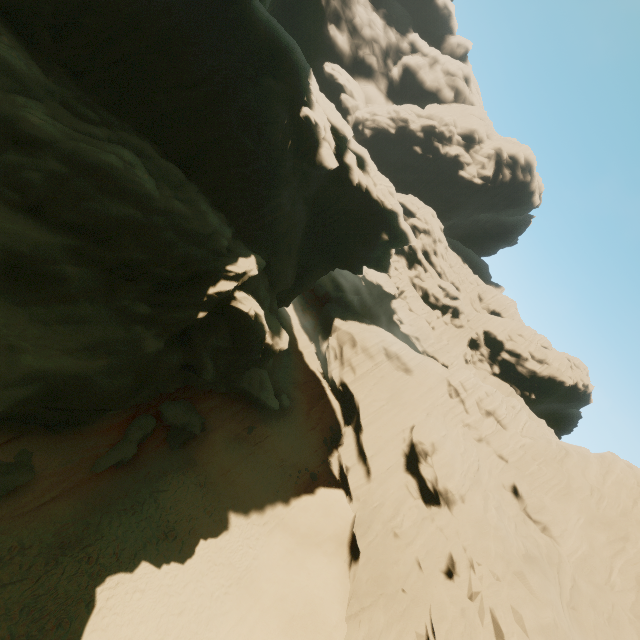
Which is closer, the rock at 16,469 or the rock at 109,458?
the rock at 16,469

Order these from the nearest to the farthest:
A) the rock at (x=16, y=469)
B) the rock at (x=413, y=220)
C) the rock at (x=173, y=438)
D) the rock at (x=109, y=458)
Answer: the rock at (x=413, y=220), the rock at (x=16, y=469), the rock at (x=109, y=458), the rock at (x=173, y=438)

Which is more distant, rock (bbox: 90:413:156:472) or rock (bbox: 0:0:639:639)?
rock (bbox: 90:413:156:472)

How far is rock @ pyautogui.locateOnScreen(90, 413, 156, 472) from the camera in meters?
16.5

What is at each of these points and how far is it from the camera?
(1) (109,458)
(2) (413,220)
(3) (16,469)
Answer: (1) rock, 16.8m
(2) rock, 54.9m
(3) rock, 13.6m

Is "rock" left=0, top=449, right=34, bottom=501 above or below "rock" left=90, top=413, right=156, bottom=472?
below

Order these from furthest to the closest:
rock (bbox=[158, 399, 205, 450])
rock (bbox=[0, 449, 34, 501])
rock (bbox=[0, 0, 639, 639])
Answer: rock (bbox=[158, 399, 205, 450])
rock (bbox=[0, 449, 34, 501])
rock (bbox=[0, 0, 639, 639])
